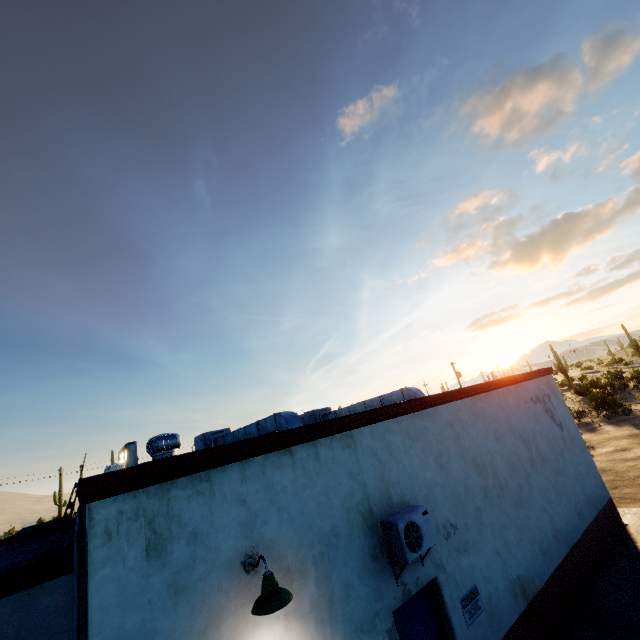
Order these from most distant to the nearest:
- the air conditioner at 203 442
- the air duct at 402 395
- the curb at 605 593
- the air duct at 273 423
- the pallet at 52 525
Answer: the air conditioner at 203 442, the air duct at 402 395, the pallet at 52 525, the air duct at 273 423, the curb at 605 593

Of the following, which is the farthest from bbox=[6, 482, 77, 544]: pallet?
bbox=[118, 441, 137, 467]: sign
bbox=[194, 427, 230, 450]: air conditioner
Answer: bbox=[118, 441, 137, 467]: sign

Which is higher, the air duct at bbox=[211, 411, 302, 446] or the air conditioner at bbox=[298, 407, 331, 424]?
the air conditioner at bbox=[298, 407, 331, 424]

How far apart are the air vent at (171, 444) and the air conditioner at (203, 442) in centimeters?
580cm

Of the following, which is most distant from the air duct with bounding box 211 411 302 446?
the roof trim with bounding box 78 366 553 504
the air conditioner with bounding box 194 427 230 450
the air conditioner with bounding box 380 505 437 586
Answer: the air conditioner with bounding box 380 505 437 586

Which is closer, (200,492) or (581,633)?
(200,492)

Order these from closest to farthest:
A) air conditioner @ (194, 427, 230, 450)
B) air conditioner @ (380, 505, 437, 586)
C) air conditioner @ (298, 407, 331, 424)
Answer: air conditioner @ (380, 505, 437, 586) < air conditioner @ (194, 427, 230, 450) < air conditioner @ (298, 407, 331, 424)

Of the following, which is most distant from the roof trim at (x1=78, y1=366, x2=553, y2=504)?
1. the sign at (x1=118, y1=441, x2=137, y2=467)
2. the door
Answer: the door
